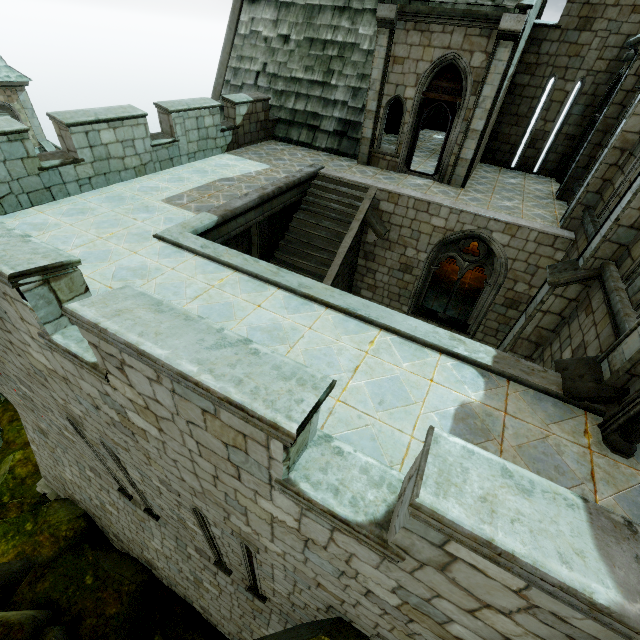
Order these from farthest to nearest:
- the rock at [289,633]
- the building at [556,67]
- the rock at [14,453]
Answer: the rock at [14,453] → the rock at [289,633] → the building at [556,67]

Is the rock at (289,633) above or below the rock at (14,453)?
above

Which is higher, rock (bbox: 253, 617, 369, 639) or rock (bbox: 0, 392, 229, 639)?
rock (bbox: 253, 617, 369, 639)

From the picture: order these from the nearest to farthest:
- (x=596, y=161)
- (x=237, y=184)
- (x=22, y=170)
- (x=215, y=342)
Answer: A: (x=215, y=342), (x=22, y=170), (x=596, y=161), (x=237, y=184)

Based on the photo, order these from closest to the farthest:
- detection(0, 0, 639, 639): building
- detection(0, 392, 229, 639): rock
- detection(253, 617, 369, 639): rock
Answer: detection(0, 0, 639, 639): building → detection(253, 617, 369, 639): rock → detection(0, 392, 229, 639): rock

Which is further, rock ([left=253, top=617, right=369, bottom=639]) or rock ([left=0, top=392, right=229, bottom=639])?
rock ([left=0, top=392, right=229, bottom=639])

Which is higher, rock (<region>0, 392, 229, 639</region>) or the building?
the building

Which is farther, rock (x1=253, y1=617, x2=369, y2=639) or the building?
rock (x1=253, y1=617, x2=369, y2=639)
